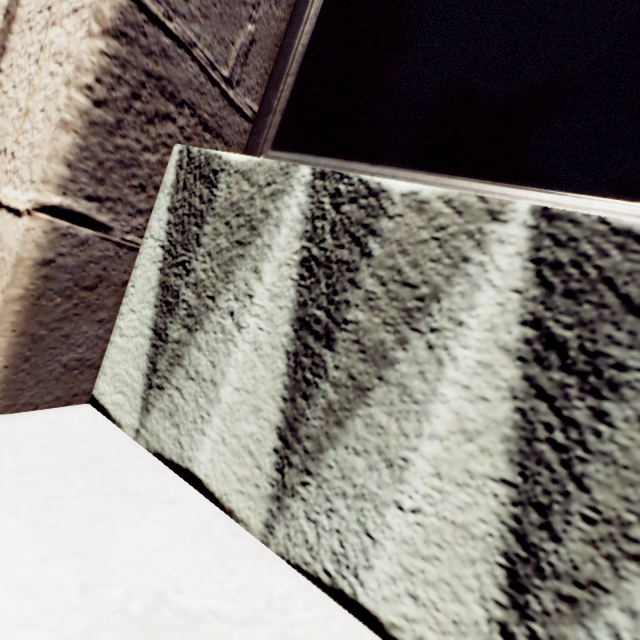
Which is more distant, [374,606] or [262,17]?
[262,17]
